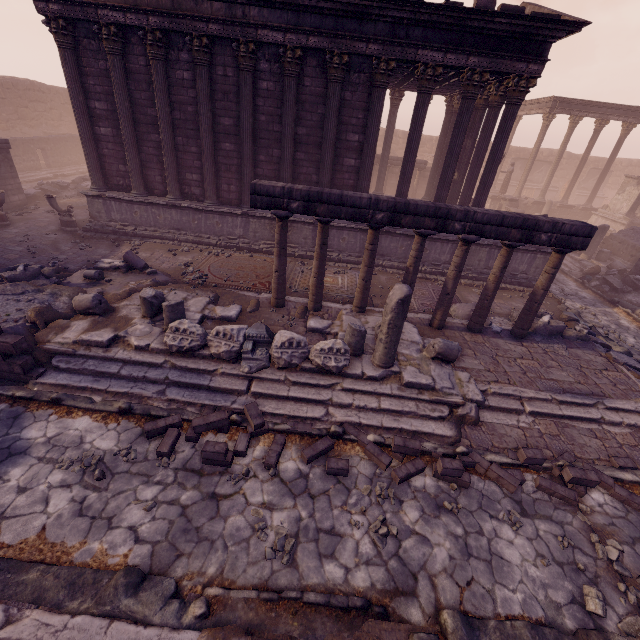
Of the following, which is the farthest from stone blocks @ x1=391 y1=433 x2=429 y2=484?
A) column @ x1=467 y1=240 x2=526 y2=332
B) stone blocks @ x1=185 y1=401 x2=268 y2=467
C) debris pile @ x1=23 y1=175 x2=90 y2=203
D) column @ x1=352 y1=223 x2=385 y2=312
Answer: debris pile @ x1=23 y1=175 x2=90 y2=203

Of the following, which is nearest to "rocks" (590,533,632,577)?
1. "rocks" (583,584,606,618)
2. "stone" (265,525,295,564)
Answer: "rocks" (583,584,606,618)

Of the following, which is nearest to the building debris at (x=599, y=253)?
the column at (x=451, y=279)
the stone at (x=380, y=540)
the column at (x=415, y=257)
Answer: the column at (x=451, y=279)

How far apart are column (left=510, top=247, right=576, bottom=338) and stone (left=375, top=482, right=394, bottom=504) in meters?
5.9 m

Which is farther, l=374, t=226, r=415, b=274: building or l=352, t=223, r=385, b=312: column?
l=374, t=226, r=415, b=274: building

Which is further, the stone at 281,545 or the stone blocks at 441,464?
the stone blocks at 441,464

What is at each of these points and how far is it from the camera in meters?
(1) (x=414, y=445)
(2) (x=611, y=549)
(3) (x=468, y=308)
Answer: (1) stone blocks, 5.4 m
(2) rocks, 4.6 m
(3) debris pile, 9.7 m

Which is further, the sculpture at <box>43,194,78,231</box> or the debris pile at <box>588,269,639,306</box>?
the debris pile at <box>588,269,639,306</box>
